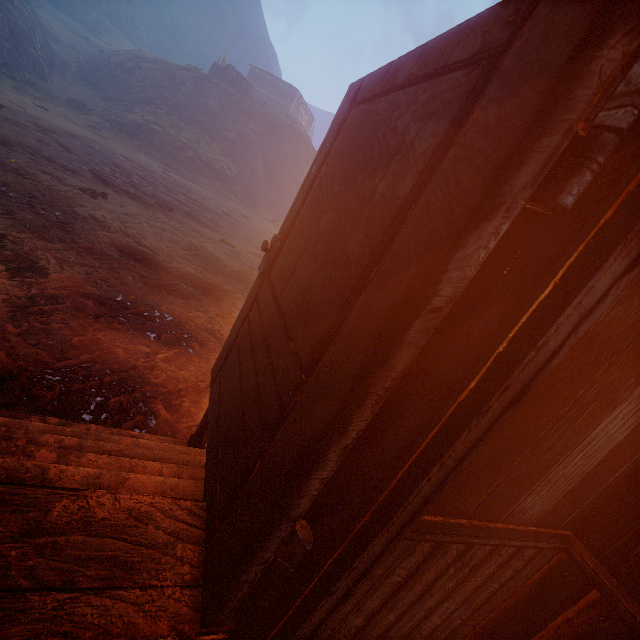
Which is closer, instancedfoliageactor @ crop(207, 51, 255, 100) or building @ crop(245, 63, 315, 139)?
instancedfoliageactor @ crop(207, 51, 255, 100)

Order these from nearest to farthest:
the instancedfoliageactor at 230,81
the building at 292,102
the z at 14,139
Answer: the z at 14,139 < the instancedfoliageactor at 230,81 < the building at 292,102

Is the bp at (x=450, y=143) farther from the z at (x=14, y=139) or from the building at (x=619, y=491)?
the z at (x=14, y=139)

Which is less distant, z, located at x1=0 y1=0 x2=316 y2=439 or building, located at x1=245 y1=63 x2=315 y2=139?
z, located at x1=0 y1=0 x2=316 y2=439

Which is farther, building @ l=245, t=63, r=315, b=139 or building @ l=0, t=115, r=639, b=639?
building @ l=245, t=63, r=315, b=139

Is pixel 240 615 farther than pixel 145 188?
No

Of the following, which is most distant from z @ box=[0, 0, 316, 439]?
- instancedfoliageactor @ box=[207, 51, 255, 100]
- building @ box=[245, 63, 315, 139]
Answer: instancedfoliageactor @ box=[207, 51, 255, 100]

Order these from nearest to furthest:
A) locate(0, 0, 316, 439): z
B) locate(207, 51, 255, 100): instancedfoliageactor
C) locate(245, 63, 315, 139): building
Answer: locate(0, 0, 316, 439): z, locate(207, 51, 255, 100): instancedfoliageactor, locate(245, 63, 315, 139): building
